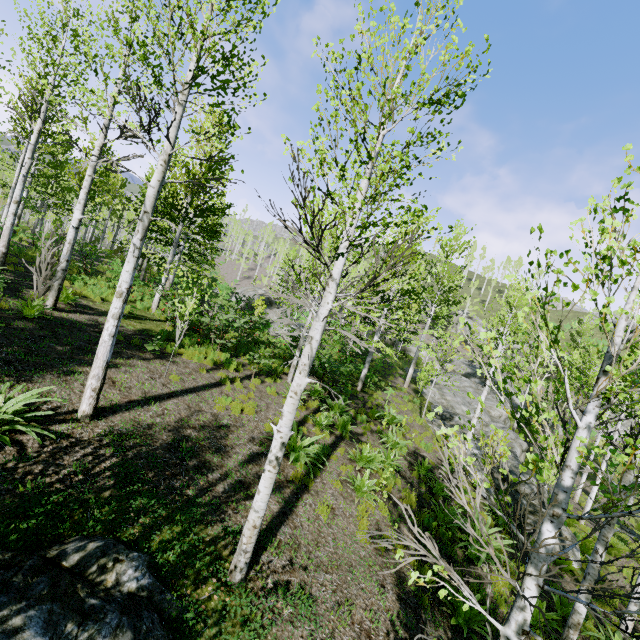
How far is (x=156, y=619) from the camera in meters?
3.5 m

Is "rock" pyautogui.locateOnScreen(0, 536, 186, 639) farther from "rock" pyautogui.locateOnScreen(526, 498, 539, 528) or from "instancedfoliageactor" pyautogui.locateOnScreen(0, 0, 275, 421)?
"rock" pyautogui.locateOnScreen(526, 498, 539, 528)

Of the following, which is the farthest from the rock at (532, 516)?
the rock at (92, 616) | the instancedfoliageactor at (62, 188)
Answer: the rock at (92, 616)

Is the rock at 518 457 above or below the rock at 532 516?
above

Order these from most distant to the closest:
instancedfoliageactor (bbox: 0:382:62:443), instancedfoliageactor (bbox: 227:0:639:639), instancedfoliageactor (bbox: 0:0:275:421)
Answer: instancedfoliageactor (bbox: 0:0:275:421), instancedfoliageactor (bbox: 0:382:62:443), instancedfoliageactor (bbox: 227:0:639:639)

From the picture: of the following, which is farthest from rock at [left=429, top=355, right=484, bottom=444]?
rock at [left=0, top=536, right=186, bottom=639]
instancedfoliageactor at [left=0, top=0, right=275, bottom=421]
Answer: rock at [left=0, top=536, right=186, bottom=639]

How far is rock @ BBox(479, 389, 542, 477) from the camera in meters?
15.8

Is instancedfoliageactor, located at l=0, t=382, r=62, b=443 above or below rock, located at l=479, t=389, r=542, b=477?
above
